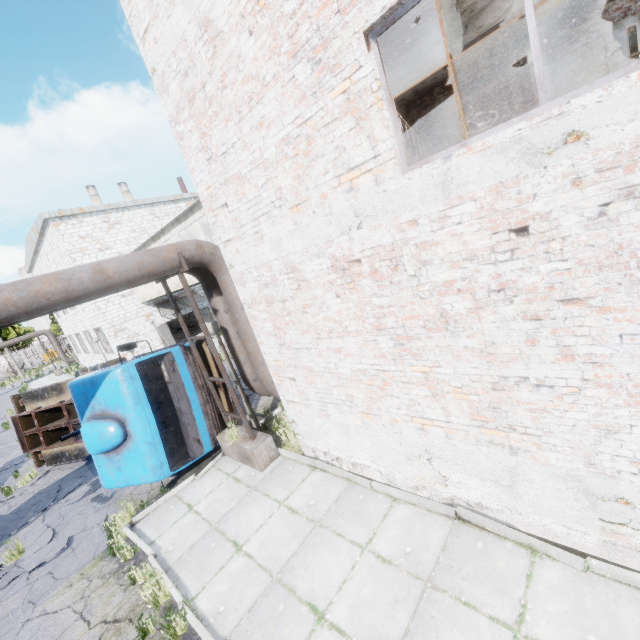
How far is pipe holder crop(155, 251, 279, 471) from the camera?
6.9m

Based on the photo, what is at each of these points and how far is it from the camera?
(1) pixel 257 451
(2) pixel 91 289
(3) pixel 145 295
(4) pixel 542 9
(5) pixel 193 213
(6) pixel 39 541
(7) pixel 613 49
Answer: (1) pipe holder, 7.3m
(2) pipe, 5.5m
(3) building, 21.4m
(4) elevated walkway, 7.9m
(5) building, 13.8m
(6) asphalt debris, 7.6m
(7) door, 7.5m

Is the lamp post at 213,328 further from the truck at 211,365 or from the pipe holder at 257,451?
the truck at 211,365

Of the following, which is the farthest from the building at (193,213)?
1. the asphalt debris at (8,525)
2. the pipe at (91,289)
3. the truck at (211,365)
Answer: the asphalt debris at (8,525)

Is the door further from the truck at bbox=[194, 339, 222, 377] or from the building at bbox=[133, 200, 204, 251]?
the truck at bbox=[194, 339, 222, 377]

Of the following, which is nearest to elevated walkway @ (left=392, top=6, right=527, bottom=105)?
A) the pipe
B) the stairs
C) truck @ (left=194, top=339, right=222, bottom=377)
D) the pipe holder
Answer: the stairs

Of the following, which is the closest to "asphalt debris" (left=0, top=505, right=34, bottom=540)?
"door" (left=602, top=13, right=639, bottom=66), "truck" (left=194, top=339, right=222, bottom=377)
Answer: "truck" (left=194, top=339, right=222, bottom=377)

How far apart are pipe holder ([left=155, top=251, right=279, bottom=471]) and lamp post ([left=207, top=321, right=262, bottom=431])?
0.2m
